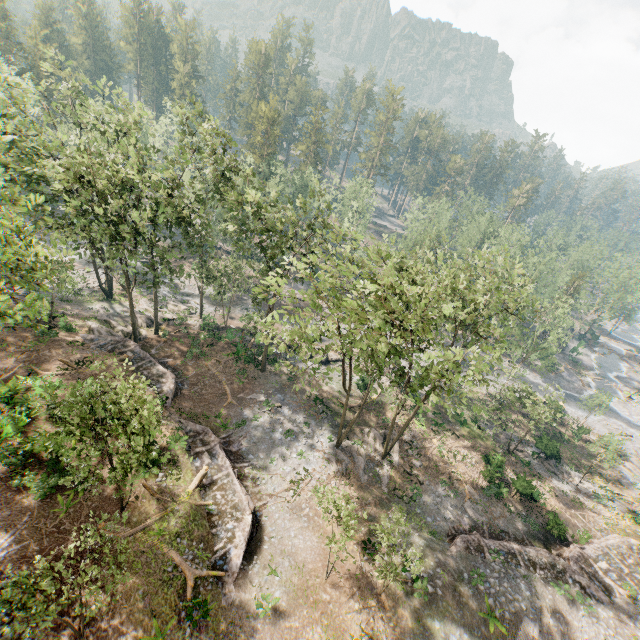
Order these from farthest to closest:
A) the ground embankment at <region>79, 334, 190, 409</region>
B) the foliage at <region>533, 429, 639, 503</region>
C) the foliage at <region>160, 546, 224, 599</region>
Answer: the foliage at <region>533, 429, 639, 503</region> < the ground embankment at <region>79, 334, 190, 409</region> < the foliage at <region>160, 546, 224, 599</region>

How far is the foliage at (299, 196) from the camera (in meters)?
28.06

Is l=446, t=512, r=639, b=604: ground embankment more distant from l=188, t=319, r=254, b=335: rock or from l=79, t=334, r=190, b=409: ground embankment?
l=79, t=334, r=190, b=409: ground embankment

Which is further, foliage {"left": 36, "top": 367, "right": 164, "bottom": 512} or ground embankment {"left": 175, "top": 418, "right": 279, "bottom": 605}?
ground embankment {"left": 175, "top": 418, "right": 279, "bottom": 605}

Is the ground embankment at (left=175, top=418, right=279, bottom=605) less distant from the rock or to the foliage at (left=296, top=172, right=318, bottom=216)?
the foliage at (left=296, top=172, right=318, bottom=216)

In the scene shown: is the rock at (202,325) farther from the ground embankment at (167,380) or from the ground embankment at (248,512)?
the ground embankment at (248,512)

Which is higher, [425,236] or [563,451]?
[425,236]

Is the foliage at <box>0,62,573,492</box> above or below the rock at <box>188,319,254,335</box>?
above
